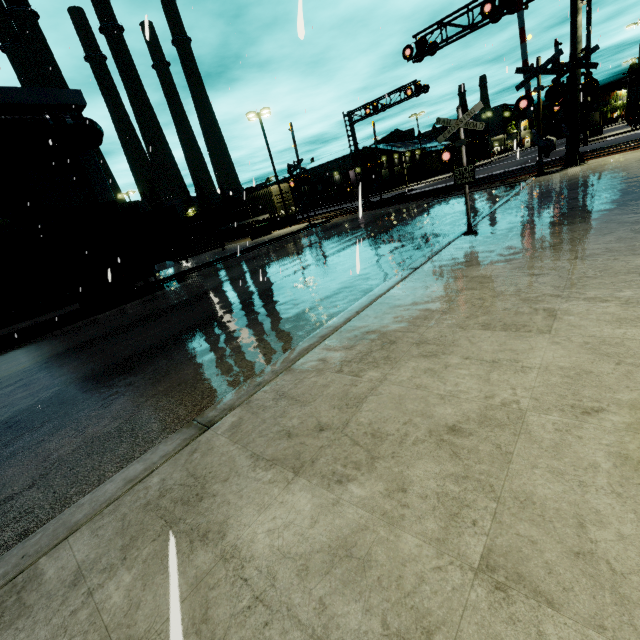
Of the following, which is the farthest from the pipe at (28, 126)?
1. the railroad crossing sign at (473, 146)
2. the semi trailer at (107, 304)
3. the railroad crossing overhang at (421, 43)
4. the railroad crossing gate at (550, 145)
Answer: the railroad crossing gate at (550, 145)

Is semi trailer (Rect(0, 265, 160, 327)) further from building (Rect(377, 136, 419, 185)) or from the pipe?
the pipe

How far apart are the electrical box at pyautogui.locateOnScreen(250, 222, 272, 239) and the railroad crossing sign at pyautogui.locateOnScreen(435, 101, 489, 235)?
22.02m

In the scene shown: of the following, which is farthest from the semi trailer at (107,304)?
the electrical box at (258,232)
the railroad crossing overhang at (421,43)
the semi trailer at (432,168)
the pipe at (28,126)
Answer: the semi trailer at (432,168)

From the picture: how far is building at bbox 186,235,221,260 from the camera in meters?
27.7

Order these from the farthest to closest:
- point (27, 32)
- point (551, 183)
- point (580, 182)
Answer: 1. point (27, 32)
2. point (551, 183)
3. point (580, 182)

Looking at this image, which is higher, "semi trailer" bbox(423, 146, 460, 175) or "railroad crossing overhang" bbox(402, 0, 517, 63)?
"railroad crossing overhang" bbox(402, 0, 517, 63)
